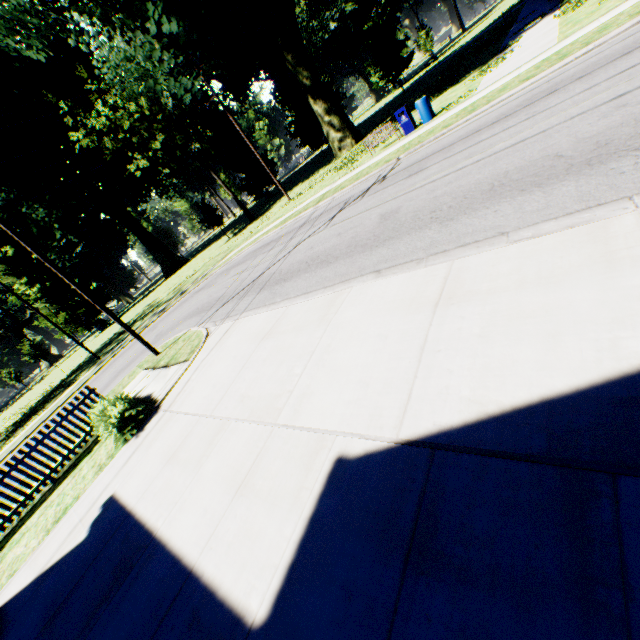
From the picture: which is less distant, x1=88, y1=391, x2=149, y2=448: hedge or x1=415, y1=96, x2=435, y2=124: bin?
x1=88, y1=391, x2=149, y2=448: hedge

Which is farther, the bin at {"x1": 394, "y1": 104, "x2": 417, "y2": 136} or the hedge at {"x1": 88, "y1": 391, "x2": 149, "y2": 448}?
the bin at {"x1": 394, "y1": 104, "x2": 417, "y2": 136}

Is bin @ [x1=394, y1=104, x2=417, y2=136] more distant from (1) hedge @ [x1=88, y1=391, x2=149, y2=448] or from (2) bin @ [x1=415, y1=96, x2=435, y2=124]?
(1) hedge @ [x1=88, y1=391, x2=149, y2=448]

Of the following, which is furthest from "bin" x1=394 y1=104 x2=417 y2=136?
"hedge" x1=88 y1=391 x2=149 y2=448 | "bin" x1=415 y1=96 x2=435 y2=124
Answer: "hedge" x1=88 y1=391 x2=149 y2=448

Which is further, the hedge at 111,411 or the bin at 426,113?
the bin at 426,113

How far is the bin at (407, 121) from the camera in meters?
15.9 m

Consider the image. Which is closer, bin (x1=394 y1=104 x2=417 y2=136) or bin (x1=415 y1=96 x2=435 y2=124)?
bin (x1=415 y1=96 x2=435 y2=124)

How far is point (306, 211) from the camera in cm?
1730
